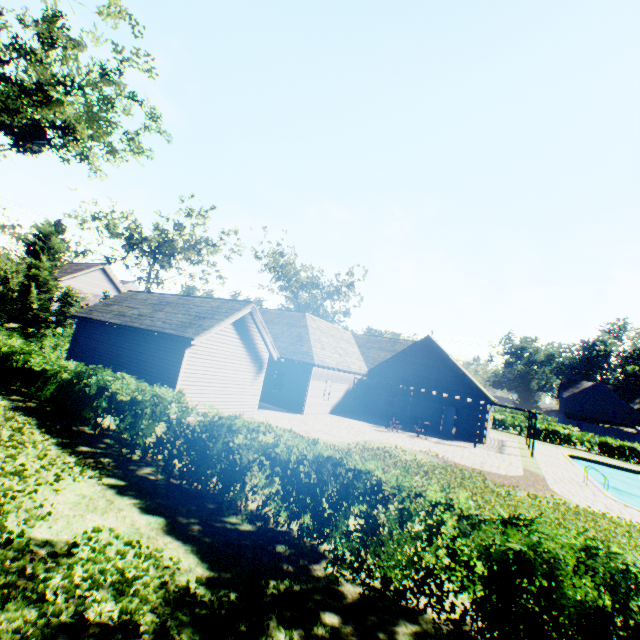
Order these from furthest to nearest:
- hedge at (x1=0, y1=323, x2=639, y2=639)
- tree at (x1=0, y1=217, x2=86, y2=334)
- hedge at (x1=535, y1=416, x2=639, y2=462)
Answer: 1. hedge at (x1=535, y1=416, x2=639, y2=462)
2. tree at (x1=0, y1=217, x2=86, y2=334)
3. hedge at (x1=0, y1=323, x2=639, y2=639)

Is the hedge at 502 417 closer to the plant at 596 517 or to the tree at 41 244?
the tree at 41 244

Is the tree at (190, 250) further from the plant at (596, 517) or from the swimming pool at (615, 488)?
the swimming pool at (615, 488)

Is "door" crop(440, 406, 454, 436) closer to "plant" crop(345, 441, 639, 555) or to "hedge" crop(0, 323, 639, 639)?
"plant" crop(345, 441, 639, 555)

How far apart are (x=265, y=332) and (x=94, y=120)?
15.0m

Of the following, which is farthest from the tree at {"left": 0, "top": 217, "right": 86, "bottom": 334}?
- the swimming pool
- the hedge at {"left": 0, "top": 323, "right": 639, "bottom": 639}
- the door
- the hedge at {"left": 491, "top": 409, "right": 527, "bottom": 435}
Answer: the door

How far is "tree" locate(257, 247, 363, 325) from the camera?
46.8m

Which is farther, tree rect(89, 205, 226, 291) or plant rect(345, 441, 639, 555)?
tree rect(89, 205, 226, 291)
